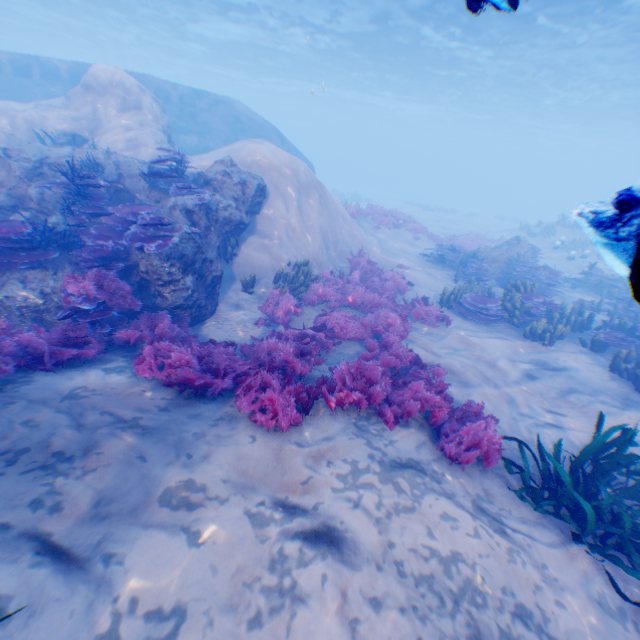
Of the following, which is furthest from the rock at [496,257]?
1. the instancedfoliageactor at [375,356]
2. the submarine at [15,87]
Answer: the instancedfoliageactor at [375,356]

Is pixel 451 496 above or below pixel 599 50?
below

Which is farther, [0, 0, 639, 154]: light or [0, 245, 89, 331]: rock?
[0, 0, 639, 154]: light

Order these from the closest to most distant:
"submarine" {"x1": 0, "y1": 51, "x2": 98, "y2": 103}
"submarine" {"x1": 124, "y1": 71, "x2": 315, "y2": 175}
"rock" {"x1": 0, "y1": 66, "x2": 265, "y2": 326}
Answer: "rock" {"x1": 0, "y1": 66, "x2": 265, "y2": 326} < "submarine" {"x1": 0, "y1": 51, "x2": 98, "y2": 103} < "submarine" {"x1": 124, "y1": 71, "x2": 315, "y2": 175}

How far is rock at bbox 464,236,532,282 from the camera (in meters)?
14.28

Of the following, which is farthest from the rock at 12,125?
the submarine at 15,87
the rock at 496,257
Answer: the rock at 496,257

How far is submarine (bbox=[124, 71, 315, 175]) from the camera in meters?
18.4

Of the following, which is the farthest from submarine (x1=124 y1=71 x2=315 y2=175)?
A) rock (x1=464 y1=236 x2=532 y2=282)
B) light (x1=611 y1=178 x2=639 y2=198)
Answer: rock (x1=464 y1=236 x2=532 y2=282)
